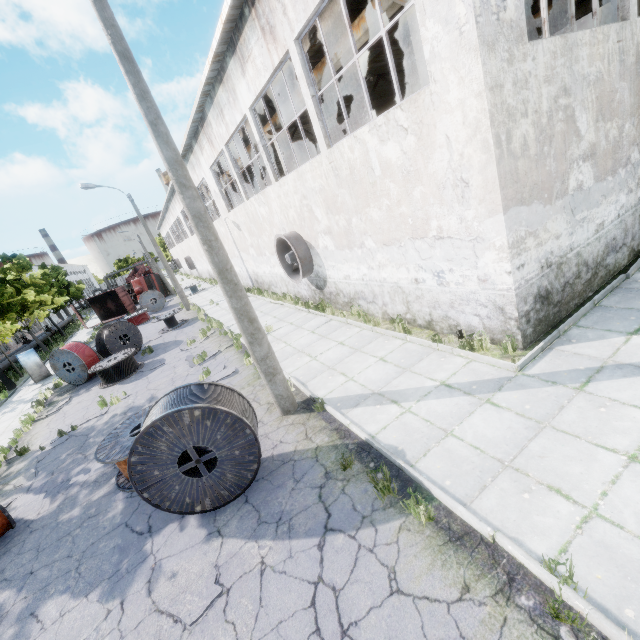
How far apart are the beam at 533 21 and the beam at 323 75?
11.8m

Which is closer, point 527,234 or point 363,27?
point 527,234

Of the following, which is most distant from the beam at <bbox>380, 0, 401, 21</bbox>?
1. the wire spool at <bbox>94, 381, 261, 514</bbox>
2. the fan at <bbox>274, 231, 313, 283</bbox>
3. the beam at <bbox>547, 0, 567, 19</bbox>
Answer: the beam at <bbox>547, 0, 567, 19</bbox>

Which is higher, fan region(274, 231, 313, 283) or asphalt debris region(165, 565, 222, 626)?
fan region(274, 231, 313, 283)

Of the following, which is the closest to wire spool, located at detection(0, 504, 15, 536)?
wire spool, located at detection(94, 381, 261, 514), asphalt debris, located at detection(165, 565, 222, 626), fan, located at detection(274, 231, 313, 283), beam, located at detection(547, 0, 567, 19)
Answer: wire spool, located at detection(94, 381, 261, 514)

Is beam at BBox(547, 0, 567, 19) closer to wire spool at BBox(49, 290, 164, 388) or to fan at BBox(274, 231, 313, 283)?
fan at BBox(274, 231, 313, 283)

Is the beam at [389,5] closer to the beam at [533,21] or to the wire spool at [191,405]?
the wire spool at [191,405]

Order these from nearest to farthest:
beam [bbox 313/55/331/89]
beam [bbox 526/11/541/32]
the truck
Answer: beam [bbox 313/55/331/89] < beam [bbox 526/11/541/32] < the truck
